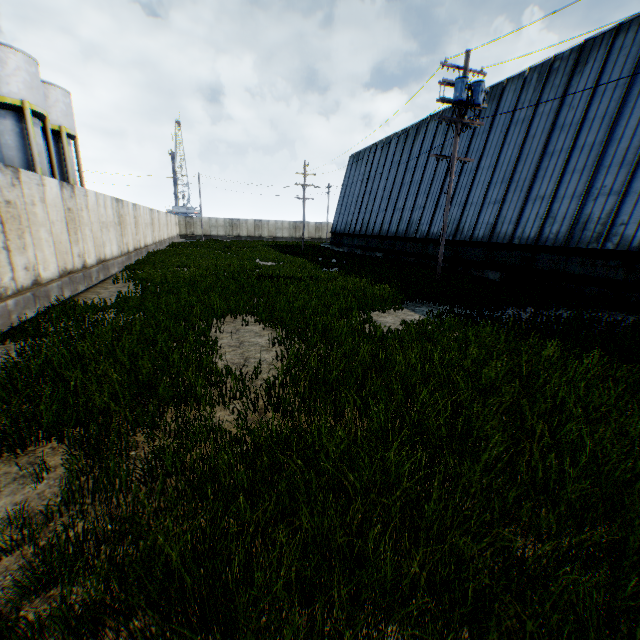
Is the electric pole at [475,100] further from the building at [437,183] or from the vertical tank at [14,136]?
the vertical tank at [14,136]

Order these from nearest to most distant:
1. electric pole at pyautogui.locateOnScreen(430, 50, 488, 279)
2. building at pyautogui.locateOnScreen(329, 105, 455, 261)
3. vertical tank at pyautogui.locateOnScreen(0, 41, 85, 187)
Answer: electric pole at pyautogui.locateOnScreen(430, 50, 488, 279)
vertical tank at pyautogui.locateOnScreen(0, 41, 85, 187)
building at pyautogui.locateOnScreen(329, 105, 455, 261)

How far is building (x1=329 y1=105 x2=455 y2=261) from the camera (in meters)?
23.56

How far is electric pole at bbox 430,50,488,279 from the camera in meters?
12.8

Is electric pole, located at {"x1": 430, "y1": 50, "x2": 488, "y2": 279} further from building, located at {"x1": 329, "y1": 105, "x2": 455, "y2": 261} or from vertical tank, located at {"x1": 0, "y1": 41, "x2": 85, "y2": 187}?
vertical tank, located at {"x1": 0, "y1": 41, "x2": 85, "y2": 187}

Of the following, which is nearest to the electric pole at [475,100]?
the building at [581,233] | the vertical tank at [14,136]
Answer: the building at [581,233]

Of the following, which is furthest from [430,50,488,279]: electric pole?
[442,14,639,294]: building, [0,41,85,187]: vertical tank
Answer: [0,41,85,187]: vertical tank

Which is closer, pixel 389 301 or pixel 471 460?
pixel 471 460
